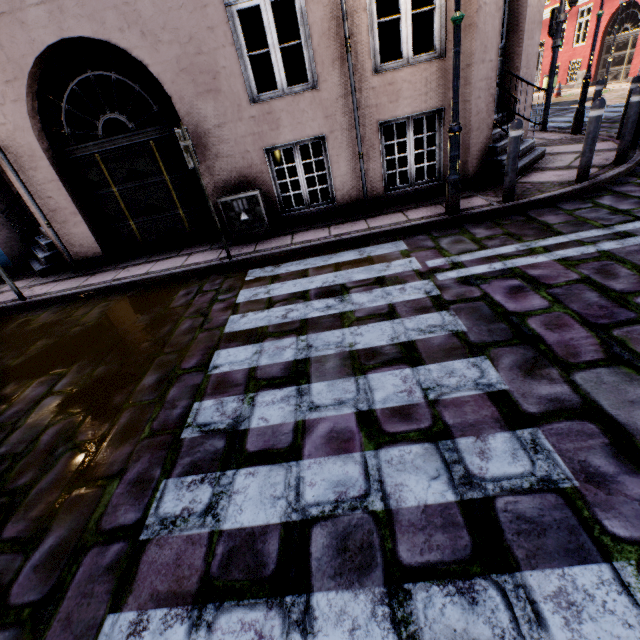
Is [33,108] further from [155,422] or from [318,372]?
[318,372]

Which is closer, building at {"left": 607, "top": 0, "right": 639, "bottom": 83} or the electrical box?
the electrical box

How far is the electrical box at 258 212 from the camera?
5.7 meters

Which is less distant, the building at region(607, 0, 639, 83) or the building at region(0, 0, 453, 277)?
the building at region(0, 0, 453, 277)

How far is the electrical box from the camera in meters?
5.7

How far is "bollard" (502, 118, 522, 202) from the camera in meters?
4.5 m

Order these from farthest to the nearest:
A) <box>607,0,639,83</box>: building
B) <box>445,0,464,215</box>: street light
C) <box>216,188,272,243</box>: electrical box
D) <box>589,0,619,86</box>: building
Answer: <box>589,0,619,86</box>: building
<box>607,0,639,83</box>: building
<box>216,188,272,243</box>: electrical box
<box>445,0,464,215</box>: street light

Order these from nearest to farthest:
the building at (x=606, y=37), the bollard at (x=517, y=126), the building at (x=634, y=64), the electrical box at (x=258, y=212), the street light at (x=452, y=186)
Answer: the street light at (x=452, y=186) < the bollard at (x=517, y=126) < the electrical box at (x=258, y=212) < the building at (x=634, y=64) < the building at (x=606, y=37)
